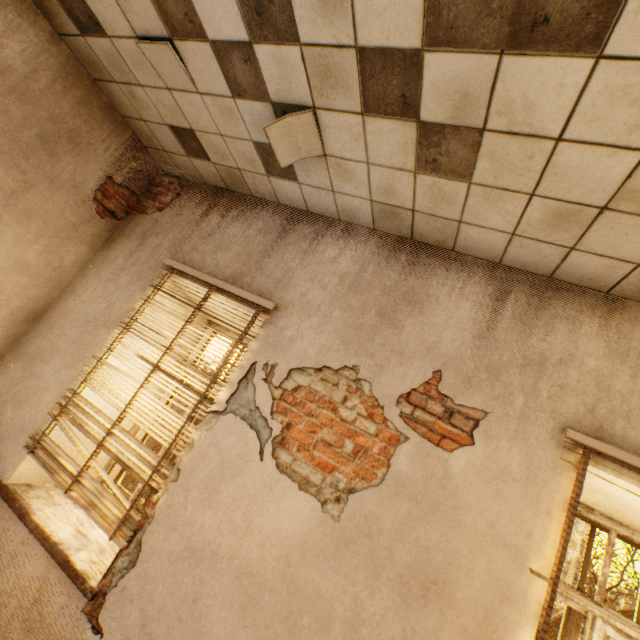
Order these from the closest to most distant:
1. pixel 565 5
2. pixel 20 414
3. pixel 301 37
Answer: pixel 565 5, pixel 301 37, pixel 20 414

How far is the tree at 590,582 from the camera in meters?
8.3 m

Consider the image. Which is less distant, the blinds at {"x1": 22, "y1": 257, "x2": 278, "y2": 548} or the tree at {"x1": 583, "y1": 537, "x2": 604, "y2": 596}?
the blinds at {"x1": 22, "y1": 257, "x2": 278, "y2": 548}

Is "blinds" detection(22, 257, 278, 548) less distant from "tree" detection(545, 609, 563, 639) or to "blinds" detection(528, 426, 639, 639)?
"blinds" detection(528, 426, 639, 639)

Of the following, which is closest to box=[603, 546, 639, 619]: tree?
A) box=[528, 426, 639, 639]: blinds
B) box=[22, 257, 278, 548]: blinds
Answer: box=[528, 426, 639, 639]: blinds

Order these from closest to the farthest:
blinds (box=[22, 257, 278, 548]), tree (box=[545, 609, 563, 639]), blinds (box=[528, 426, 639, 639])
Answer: blinds (box=[528, 426, 639, 639])
blinds (box=[22, 257, 278, 548])
tree (box=[545, 609, 563, 639])

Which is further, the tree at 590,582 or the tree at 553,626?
the tree at 590,582
